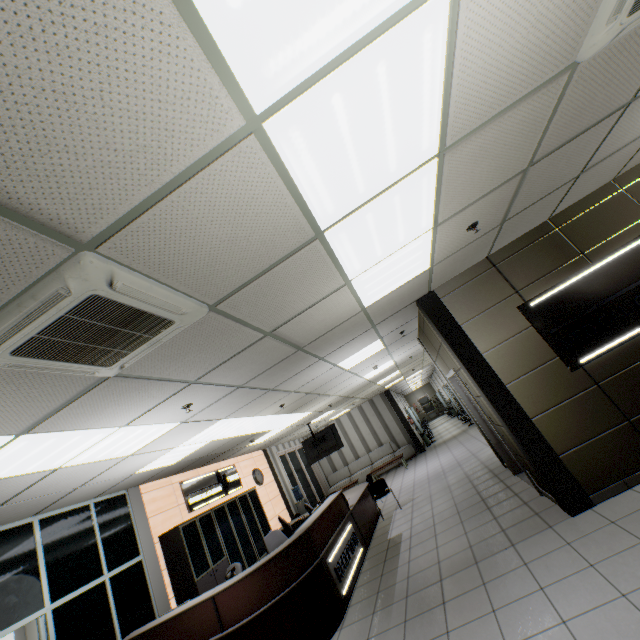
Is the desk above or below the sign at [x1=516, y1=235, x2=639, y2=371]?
below

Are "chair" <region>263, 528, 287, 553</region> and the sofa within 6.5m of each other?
no

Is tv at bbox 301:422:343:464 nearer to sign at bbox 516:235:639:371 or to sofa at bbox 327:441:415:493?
sofa at bbox 327:441:415:493

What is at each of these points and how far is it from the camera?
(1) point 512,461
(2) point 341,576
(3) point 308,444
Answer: (1) door, 6.14m
(2) sign, 5.04m
(3) tv, 11.48m

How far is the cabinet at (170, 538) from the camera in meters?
6.2

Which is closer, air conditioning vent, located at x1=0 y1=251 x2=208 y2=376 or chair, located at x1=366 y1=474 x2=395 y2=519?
air conditioning vent, located at x1=0 y1=251 x2=208 y2=376

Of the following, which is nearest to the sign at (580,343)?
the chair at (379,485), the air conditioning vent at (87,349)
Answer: the air conditioning vent at (87,349)

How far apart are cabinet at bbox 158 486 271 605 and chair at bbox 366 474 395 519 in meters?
3.0 m
